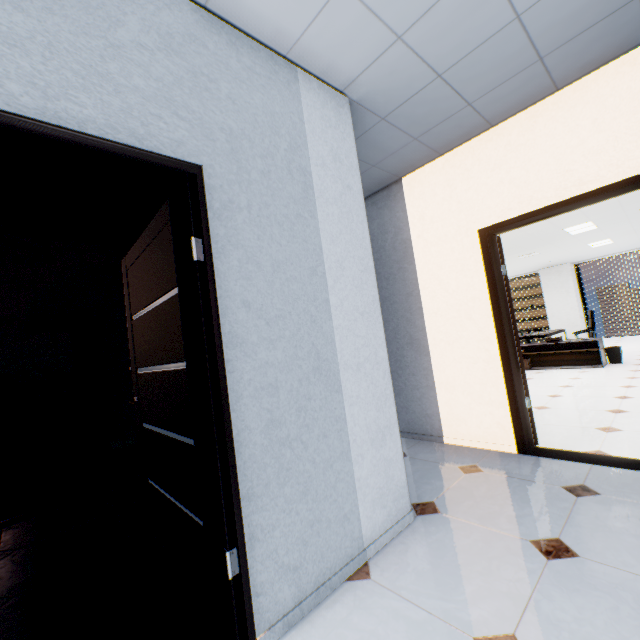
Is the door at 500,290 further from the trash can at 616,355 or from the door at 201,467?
the trash can at 616,355

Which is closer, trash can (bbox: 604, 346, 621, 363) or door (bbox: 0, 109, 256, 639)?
door (bbox: 0, 109, 256, 639)

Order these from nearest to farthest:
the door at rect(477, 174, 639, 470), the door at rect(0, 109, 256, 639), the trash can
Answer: the door at rect(0, 109, 256, 639)
the door at rect(477, 174, 639, 470)
the trash can

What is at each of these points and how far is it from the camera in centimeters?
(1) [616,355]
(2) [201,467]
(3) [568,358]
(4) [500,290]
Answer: (1) trash can, 662cm
(2) door, 146cm
(3) table, 706cm
(4) door, 305cm

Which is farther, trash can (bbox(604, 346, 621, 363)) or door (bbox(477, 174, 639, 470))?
trash can (bbox(604, 346, 621, 363))

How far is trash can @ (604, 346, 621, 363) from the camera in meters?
6.6

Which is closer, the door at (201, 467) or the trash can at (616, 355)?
the door at (201, 467)

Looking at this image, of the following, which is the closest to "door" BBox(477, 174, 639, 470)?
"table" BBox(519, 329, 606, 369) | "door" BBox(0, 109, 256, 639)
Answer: "door" BBox(0, 109, 256, 639)
